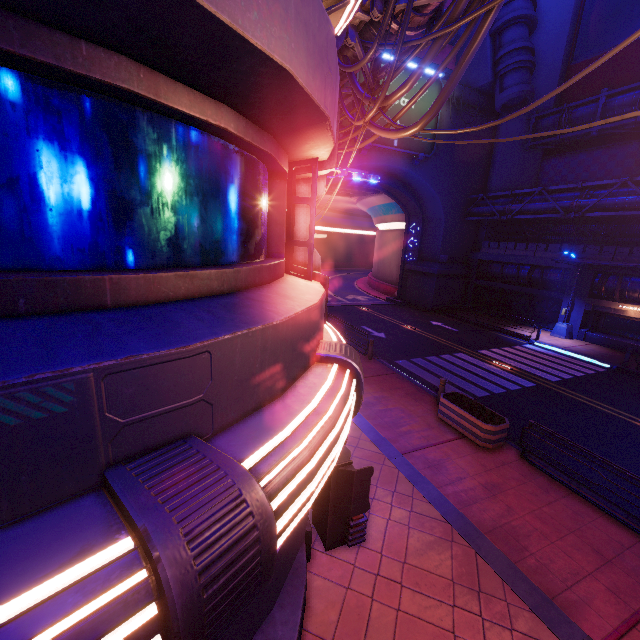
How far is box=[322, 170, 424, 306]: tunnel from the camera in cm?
3058

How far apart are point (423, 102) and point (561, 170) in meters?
13.0

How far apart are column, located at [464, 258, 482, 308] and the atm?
28.4m

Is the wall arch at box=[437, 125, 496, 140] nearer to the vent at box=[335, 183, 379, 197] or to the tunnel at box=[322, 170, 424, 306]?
the tunnel at box=[322, 170, 424, 306]

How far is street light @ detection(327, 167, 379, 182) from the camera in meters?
7.9 m

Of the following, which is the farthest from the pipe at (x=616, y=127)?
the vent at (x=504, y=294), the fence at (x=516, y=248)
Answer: the vent at (x=504, y=294)

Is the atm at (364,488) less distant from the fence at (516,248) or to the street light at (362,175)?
the street light at (362,175)

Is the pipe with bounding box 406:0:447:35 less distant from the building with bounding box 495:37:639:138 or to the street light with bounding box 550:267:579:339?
the building with bounding box 495:37:639:138
